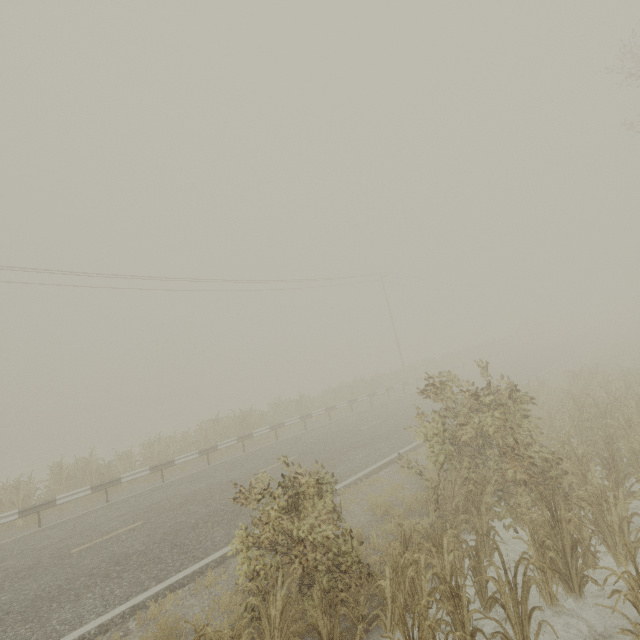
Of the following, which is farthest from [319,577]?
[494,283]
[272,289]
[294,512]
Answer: [494,283]
